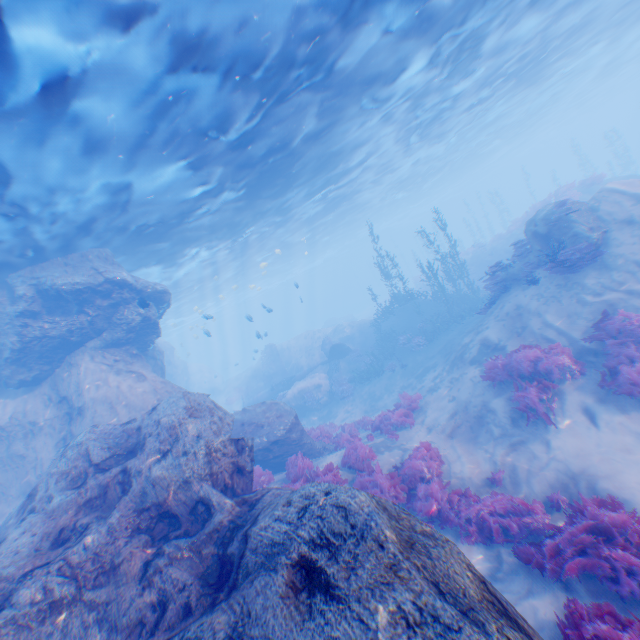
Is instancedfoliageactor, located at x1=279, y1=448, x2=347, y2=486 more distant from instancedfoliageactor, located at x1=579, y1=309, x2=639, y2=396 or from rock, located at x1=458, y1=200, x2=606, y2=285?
instancedfoliageactor, located at x1=579, y1=309, x2=639, y2=396

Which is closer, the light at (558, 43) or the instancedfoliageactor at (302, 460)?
the light at (558, 43)

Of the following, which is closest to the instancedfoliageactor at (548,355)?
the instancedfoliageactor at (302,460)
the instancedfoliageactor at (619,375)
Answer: the instancedfoliageactor at (619,375)

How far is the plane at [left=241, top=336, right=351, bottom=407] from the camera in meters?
25.1 m

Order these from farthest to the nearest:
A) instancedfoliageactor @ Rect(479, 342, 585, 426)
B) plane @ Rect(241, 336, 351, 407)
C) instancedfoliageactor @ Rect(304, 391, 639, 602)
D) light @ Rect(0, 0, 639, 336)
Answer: plane @ Rect(241, 336, 351, 407) → instancedfoliageactor @ Rect(479, 342, 585, 426) → light @ Rect(0, 0, 639, 336) → instancedfoliageactor @ Rect(304, 391, 639, 602)

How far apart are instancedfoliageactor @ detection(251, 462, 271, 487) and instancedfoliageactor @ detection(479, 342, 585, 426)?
7.6m

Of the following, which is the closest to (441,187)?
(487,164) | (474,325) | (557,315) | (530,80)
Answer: (487,164)

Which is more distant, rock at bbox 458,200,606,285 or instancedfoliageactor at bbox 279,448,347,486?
rock at bbox 458,200,606,285
